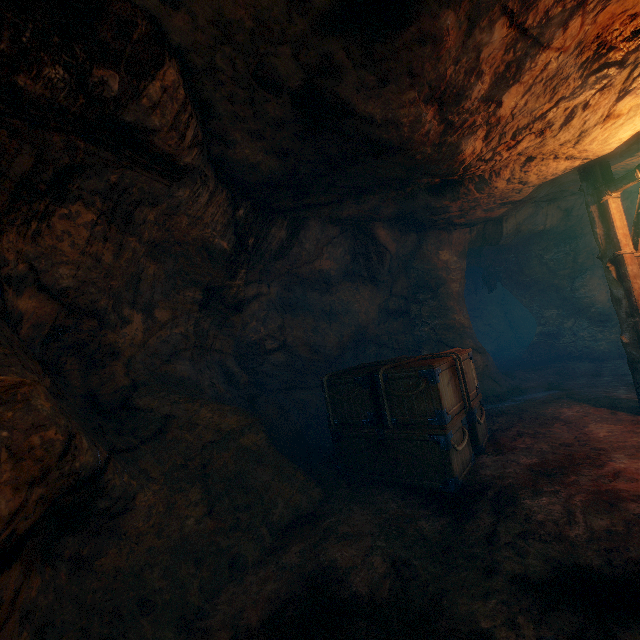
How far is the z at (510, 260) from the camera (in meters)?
9.43

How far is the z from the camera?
9.43m

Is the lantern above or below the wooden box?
above

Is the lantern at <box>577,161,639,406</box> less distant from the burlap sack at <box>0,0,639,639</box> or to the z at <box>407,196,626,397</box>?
the burlap sack at <box>0,0,639,639</box>

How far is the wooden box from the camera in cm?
450

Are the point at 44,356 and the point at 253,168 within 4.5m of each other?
yes

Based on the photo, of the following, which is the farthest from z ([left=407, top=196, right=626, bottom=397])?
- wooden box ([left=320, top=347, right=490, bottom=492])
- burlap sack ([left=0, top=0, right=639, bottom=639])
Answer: wooden box ([left=320, top=347, right=490, bottom=492])

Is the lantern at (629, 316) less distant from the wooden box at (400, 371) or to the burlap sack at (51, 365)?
the burlap sack at (51, 365)
